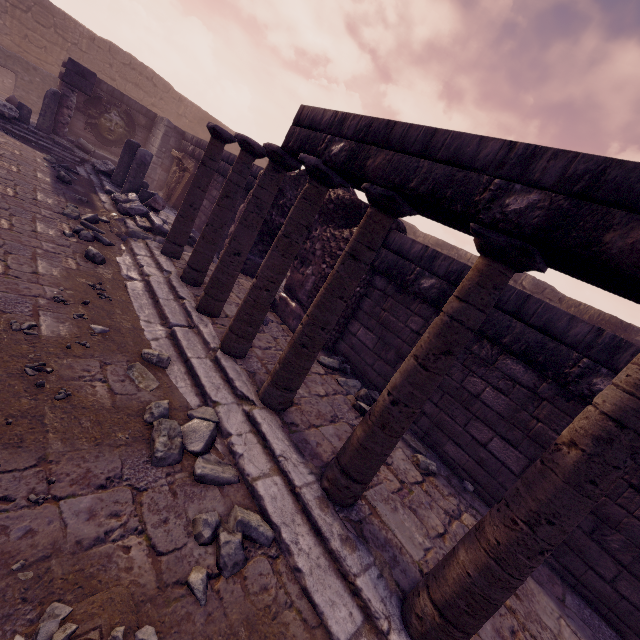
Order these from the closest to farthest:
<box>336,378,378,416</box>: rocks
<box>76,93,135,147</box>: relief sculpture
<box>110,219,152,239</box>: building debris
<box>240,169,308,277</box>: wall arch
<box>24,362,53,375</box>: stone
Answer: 1. <box>24,362,53,375</box>: stone
2. <box>336,378,378,416</box>: rocks
3. <box>110,219,152,239</box>: building debris
4. <box>240,169,308,277</box>: wall arch
5. <box>76,93,135,147</box>: relief sculpture

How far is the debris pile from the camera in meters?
6.9 m

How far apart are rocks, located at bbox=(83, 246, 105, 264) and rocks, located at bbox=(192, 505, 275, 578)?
4.6 meters

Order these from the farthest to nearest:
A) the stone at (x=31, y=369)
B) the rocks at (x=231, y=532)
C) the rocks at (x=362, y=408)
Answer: the rocks at (x=362, y=408)
the stone at (x=31, y=369)
the rocks at (x=231, y=532)

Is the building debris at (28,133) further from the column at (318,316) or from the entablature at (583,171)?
the column at (318,316)

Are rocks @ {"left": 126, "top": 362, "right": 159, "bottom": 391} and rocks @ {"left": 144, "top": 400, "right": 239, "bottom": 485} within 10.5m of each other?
yes

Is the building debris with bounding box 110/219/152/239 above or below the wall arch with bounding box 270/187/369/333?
below

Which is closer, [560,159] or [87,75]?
[560,159]
